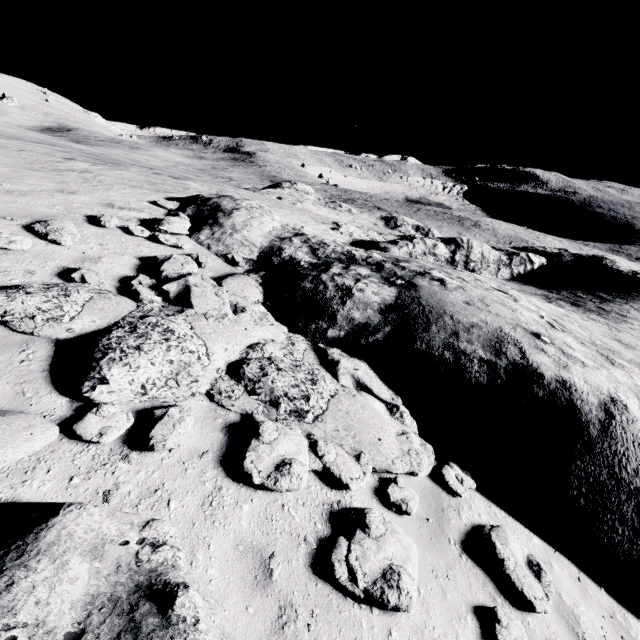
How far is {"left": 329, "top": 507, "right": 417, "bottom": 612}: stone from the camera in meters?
3.3

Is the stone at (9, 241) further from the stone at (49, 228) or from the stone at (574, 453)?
the stone at (574, 453)

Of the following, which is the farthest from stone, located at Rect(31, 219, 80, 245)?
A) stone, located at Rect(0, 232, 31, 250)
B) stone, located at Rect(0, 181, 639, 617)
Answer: stone, located at Rect(0, 181, 639, 617)

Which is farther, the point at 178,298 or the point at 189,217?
the point at 189,217

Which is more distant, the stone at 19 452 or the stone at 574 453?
the stone at 574 453

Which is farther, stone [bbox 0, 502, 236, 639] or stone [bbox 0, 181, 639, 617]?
stone [bbox 0, 181, 639, 617]

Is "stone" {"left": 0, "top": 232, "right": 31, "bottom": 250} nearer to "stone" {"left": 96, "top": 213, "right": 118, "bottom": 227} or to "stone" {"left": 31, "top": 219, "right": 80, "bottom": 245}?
"stone" {"left": 31, "top": 219, "right": 80, "bottom": 245}
